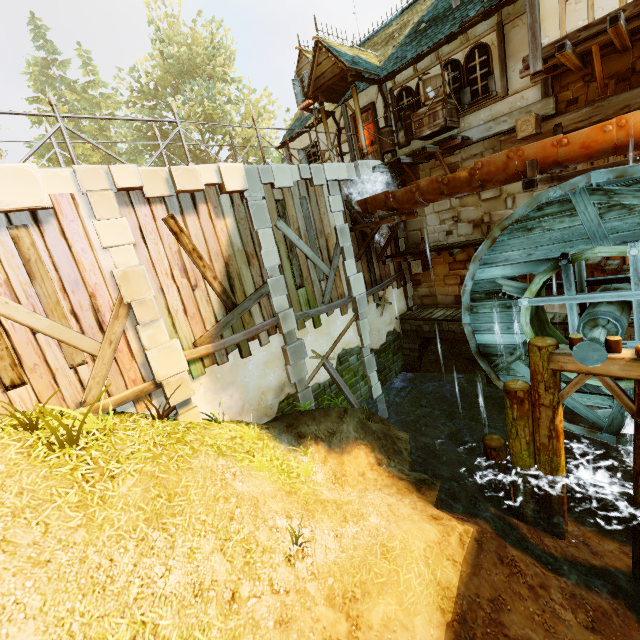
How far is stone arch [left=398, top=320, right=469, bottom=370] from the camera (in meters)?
11.98

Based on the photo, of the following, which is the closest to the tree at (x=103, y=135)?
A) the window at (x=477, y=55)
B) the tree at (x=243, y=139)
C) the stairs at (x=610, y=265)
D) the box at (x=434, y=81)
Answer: the tree at (x=243, y=139)

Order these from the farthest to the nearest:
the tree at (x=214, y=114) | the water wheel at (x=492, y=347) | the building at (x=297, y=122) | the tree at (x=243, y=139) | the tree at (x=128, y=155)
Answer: the tree at (x=128, y=155) → the tree at (x=243, y=139) → the tree at (x=214, y=114) → the building at (x=297, y=122) → the water wheel at (x=492, y=347)

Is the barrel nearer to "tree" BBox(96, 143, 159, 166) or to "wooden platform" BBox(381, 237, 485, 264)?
"wooden platform" BBox(381, 237, 485, 264)

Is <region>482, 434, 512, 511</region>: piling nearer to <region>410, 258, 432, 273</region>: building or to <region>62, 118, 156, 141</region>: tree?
<region>410, 258, 432, 273</region>: building

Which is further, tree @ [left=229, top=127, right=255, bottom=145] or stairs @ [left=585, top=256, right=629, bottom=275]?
tree @ [left=229, top=127, right=255, bottom=145]

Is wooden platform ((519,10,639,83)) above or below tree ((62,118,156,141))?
below

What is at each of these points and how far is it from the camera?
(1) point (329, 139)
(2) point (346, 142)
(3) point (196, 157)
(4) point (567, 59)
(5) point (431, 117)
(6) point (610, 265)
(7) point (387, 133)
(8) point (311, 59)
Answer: (1) building, 12.6 meters
(2) building, 13.9 meters
(3) tree, 35.1 meters
(4) wooden platform, 7.4 meters
(5) box, 10.1 meters
(6) stairs, 8.4 meters
(7) barrel, 11.5 meters
(8) building, 11.4 meters
